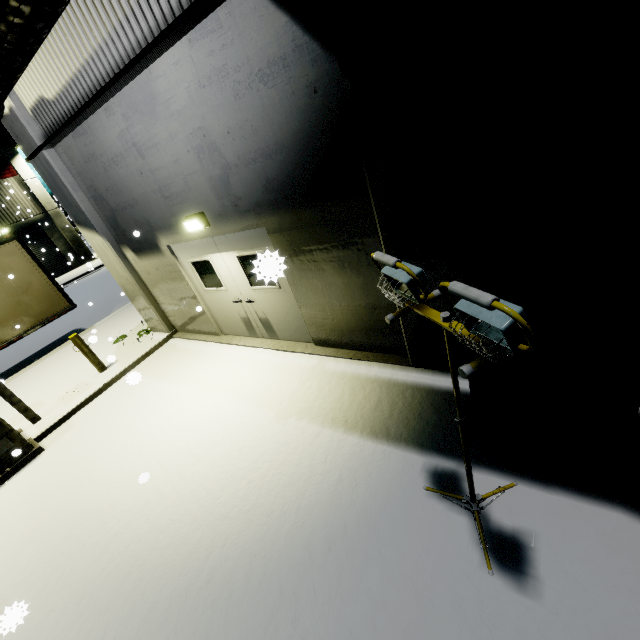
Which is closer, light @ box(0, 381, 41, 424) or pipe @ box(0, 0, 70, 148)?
pipe @ box(0, 0, 70, 148)

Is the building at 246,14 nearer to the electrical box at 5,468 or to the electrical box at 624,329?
the electrical box at 624,329

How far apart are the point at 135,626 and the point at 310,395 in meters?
3.3

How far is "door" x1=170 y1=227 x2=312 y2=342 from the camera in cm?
556

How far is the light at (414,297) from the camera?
1.4m

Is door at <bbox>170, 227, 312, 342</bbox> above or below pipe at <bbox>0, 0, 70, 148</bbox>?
below

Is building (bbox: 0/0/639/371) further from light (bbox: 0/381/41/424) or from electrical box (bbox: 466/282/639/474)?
light (bbox: 0/381/41/424)

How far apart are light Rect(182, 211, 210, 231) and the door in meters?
0.2
